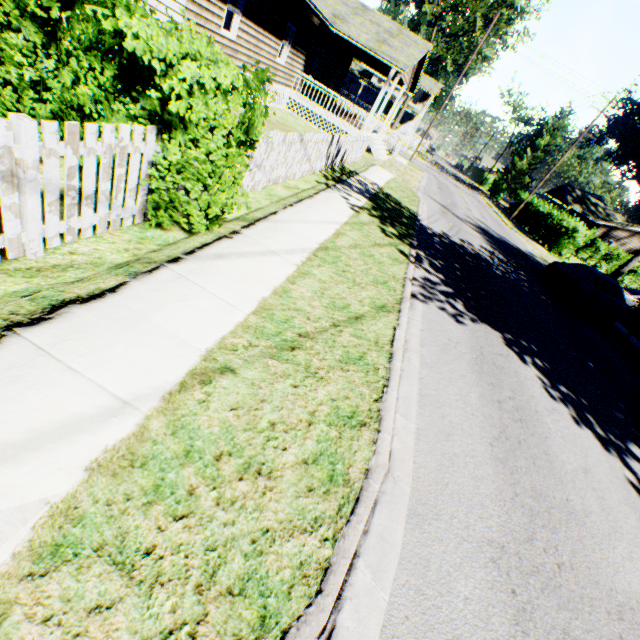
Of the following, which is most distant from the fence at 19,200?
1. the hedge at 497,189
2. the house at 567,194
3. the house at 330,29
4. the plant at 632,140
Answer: the plant at 632,140

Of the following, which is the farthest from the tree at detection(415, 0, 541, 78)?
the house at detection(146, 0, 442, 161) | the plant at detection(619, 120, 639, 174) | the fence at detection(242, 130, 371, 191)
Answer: the plant at detection(619, 120, 639, 174)

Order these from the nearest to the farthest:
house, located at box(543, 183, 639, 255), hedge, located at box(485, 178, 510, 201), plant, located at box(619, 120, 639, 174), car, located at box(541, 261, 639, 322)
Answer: car, located at box(541, 261, 639, 322) → house, located at box(543, 183, 639, 255) → hedge, located at box(485, 178, 510, 201) → plant, located at box(619, 120, 639, 174)

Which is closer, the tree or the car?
the car

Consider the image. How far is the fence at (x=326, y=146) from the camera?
6.5m

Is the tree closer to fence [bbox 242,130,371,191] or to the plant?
fence [bbox 242,130,371,191]

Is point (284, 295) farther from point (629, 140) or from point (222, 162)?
point (629, 140)

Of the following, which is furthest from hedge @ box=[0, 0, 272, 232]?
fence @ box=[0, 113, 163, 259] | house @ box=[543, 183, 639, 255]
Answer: house @ box=[543, 183, 639, 255]
